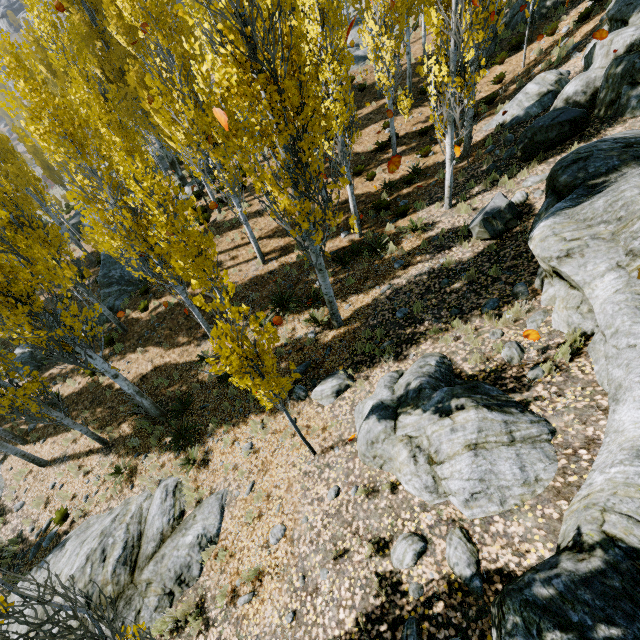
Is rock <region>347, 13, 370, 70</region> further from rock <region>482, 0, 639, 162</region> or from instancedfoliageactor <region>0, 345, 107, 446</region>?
rock <region>482, 0, 639, 162</region>

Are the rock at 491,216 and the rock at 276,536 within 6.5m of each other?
no

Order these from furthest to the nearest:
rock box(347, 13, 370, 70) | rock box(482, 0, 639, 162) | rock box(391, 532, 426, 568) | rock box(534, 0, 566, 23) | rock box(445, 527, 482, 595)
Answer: rock box(347, 13, 370, 70) → rock box(534, 0, 566, 23) → rock box(482, 0, 639, 162) → rock box(391, 532, 426, 568) → rock box(445, 527, 482, 595)

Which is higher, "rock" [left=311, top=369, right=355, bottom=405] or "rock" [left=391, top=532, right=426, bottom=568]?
"rock" [left=391, top=532, right=426, bottom=568]

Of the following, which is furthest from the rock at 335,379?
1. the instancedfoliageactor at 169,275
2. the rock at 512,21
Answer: the instancedfoliageactor at 169,275

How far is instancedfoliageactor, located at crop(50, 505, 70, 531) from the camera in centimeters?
990cm

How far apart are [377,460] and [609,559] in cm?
362

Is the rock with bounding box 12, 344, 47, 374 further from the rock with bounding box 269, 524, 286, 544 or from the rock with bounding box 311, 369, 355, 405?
the rock with bounding box 269, 524, 286, 544
